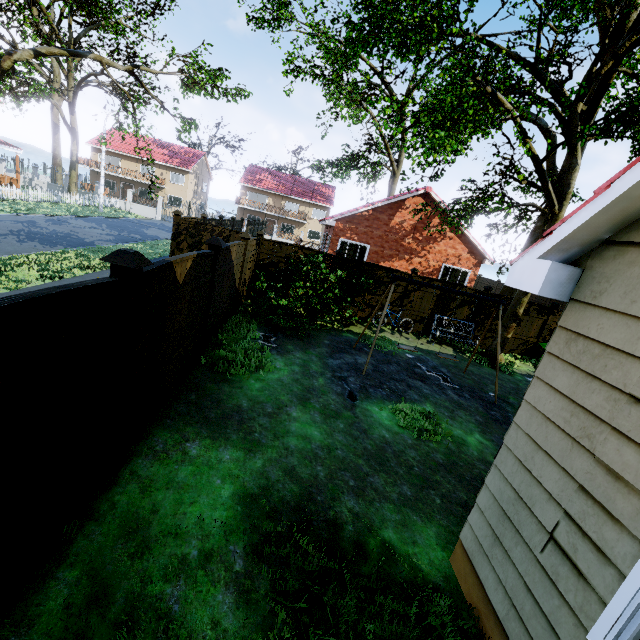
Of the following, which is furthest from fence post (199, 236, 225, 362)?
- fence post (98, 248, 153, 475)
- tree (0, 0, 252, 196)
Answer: tree (0, 0, 252, 196)

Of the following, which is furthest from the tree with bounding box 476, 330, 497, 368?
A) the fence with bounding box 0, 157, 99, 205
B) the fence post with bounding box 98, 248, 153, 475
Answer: the fence post with bounding box 98, 248, 153, 475

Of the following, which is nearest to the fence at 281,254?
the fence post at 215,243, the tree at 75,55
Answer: the fence post at 215,243

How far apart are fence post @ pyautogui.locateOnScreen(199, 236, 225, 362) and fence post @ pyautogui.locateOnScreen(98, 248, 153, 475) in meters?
2.7 m

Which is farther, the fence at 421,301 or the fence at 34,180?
the fence at 34,180

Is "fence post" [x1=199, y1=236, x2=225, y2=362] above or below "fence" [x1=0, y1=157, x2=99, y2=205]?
above

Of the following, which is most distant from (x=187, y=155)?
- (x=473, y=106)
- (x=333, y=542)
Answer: (x=333, y=542)

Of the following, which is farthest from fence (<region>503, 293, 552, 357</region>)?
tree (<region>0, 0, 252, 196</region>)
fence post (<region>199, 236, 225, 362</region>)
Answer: tree (<region>0, 0, 252, 196</region>)
